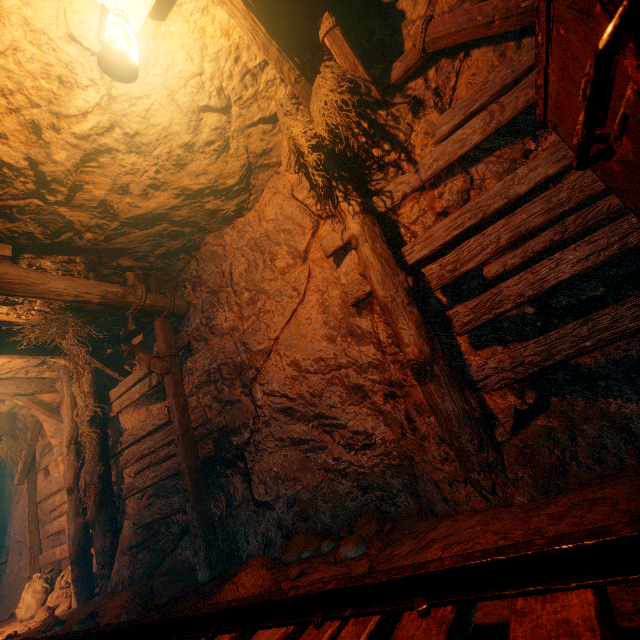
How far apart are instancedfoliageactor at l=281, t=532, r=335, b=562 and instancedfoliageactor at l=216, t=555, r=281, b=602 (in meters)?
0.97

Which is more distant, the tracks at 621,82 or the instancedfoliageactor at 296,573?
the instancedfoliageactor at 296,573

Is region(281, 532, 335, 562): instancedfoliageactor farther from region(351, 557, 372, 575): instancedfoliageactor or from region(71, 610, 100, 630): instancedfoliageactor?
region(71, 610, 100, 630): instancedfoliageactor

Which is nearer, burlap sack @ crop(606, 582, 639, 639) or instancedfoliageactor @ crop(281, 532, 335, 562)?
burlap sack @ crop(606, 582, 639, 639)

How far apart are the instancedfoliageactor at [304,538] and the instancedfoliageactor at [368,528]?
0.2m

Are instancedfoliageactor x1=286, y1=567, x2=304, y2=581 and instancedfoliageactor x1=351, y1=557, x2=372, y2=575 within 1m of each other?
yes

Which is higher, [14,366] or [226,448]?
[14,366]

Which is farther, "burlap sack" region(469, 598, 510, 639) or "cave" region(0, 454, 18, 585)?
"cave" region(0, 454, 18, 585)
